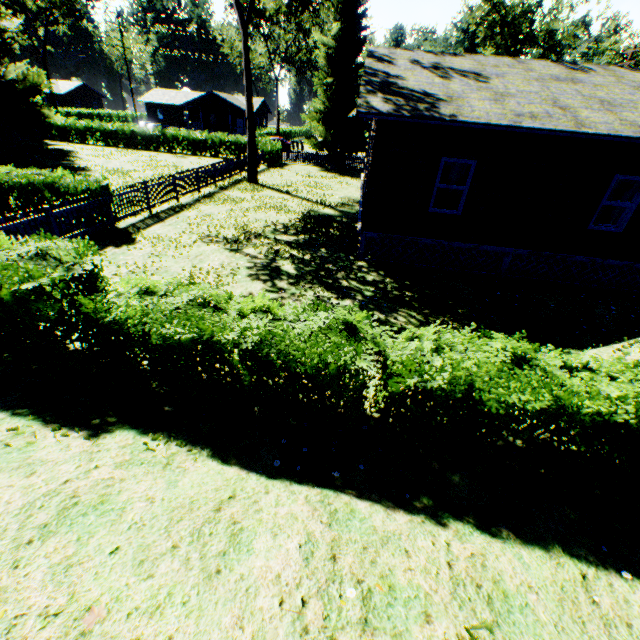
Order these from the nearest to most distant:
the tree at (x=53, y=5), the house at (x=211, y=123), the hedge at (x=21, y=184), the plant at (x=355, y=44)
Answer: the hedge at (x=21, y=184), the plant at (x=355, y=44), the tree at (x=53, y=5), the house at (x=211, y=123)

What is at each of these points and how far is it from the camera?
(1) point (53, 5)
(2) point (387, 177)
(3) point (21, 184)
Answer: (1) tree, 43.12m
(2) house, 10.09m
(3) hedge, 11.21m

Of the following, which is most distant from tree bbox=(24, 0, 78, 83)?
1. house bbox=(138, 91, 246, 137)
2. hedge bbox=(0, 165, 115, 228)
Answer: hedge bbox=(0, 165, 115, 228)

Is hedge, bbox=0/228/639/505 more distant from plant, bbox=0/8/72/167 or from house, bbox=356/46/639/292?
house, bbox=356/46/639/292

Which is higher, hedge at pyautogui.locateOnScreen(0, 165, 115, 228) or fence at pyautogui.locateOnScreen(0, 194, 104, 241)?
fence at pyautogui.locateOnScreen(0, 194, 104, 241)

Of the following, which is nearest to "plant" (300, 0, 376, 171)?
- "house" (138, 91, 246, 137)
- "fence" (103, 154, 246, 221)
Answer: "fence" (103, 154, 246, 221)

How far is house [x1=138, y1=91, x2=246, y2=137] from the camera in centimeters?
5272cm

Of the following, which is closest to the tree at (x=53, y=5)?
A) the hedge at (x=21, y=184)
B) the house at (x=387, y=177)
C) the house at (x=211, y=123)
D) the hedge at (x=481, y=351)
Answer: the house at (x=211, y=123)
